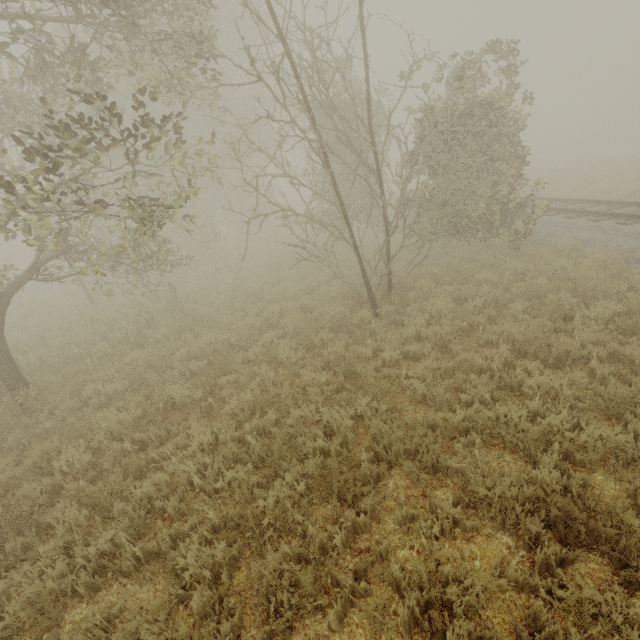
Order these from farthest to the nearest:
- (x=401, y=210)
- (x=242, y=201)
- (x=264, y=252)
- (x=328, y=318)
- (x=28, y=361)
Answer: (x=242, y=201), (x=264, y=252), (x=28, y=361), (x=328, y=318), (x=401, y=210)
